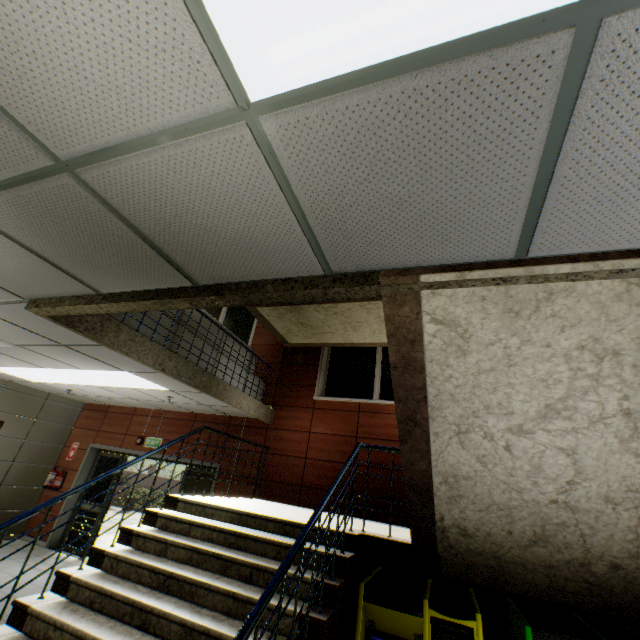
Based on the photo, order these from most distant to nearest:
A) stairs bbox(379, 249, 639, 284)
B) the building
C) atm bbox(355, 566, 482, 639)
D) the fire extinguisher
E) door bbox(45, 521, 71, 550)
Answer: the fire extinguisher → door bbox(45, 521, 71, 550) → the building → atm bbox(355, 566, 482, 639) → stairs bbox(379, 249, 639, 284)

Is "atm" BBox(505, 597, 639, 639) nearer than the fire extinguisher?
Yes

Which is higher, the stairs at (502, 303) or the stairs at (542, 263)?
the stairs at (542, 263)

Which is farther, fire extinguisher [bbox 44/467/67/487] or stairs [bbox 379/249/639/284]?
fire extinguisher [bbox 44/467/67/487]

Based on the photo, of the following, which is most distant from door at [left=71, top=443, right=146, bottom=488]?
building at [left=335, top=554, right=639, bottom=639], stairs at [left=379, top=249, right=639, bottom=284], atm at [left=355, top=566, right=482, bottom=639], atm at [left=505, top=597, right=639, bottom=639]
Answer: atm at [left=505, top=597, right=639, bottom=639]

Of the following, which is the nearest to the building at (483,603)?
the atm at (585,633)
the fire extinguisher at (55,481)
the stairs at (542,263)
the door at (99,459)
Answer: the stairs at (542,263)

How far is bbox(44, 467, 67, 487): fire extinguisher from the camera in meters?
8.0

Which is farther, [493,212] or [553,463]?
[553,463]
